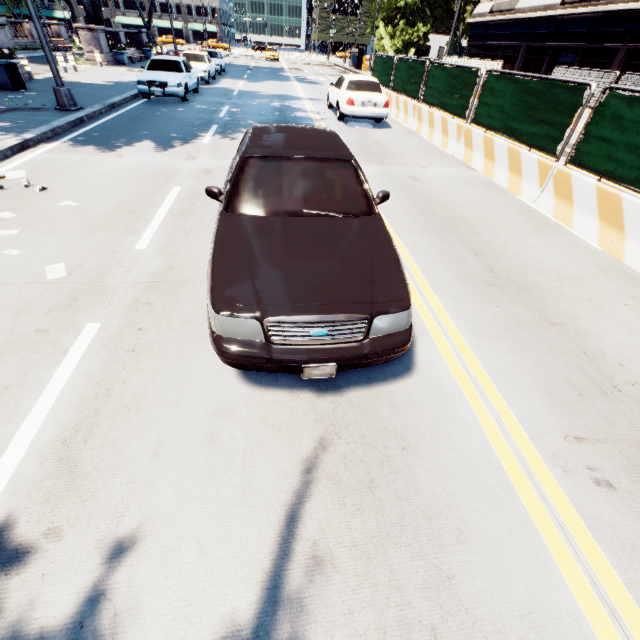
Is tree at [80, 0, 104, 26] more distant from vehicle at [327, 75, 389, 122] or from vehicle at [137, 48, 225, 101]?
vehicle at [327, 75, 389, 122]

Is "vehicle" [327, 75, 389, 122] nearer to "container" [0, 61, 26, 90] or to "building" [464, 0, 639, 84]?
"container" [0, 61, 26, 90]

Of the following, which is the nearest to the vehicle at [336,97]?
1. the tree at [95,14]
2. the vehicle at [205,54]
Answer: the vehicle at [205,54]

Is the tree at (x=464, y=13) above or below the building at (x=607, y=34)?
above

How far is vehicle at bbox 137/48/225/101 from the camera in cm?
1313

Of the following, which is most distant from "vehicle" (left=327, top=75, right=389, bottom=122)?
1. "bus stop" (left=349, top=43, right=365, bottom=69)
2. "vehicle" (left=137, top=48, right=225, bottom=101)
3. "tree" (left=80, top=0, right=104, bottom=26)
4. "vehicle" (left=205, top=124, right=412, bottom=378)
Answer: "bus stop" (left=349, top=43, right=365, bottom=69)

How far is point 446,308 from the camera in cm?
396

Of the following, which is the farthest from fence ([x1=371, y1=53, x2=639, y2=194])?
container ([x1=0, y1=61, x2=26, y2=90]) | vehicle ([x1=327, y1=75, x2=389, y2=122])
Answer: container ([x1=0, y1=61, x2=26, y2=90])
